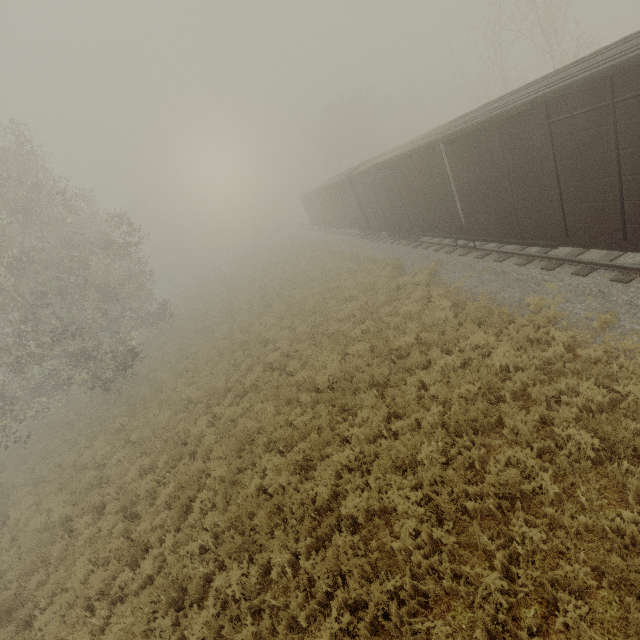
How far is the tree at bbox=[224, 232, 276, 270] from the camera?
51.5m

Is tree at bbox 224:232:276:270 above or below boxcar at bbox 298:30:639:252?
below

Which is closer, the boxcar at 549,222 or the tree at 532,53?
the boxcar at 549,222

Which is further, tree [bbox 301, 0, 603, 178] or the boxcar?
tree [bbox 301, 0, 603, 178]

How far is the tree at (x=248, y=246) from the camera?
51.50m

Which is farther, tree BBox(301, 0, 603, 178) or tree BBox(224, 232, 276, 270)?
tree BBox(224, 232, 276, 270)

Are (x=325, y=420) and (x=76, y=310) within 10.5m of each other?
no
